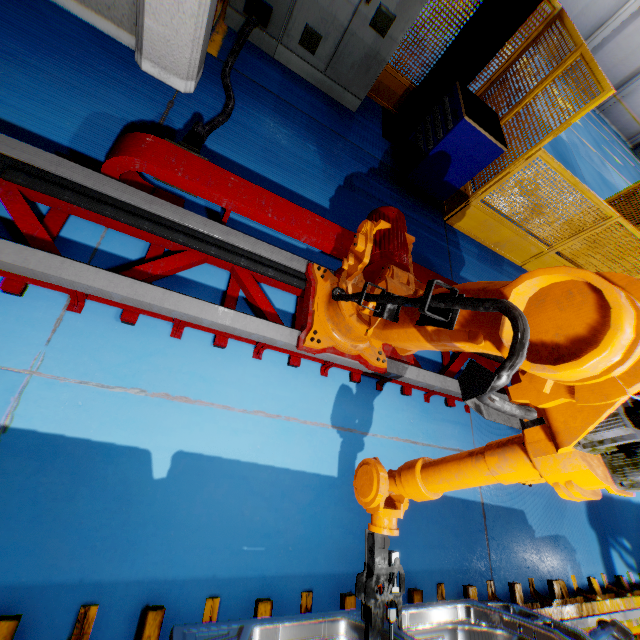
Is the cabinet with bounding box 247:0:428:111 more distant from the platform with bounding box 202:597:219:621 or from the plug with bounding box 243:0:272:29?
the platform with bounding box 202:597:219:621

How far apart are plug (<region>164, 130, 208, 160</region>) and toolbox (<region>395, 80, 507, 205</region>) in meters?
3.1 m

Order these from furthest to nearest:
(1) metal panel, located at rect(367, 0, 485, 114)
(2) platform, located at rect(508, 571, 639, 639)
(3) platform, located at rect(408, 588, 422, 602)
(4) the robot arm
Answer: (1) metal panel, located at rect(367, 0, 485, 114) → (2) platform, located at rect(508, 571, 639, 639) → (3) platform, located at rect(408, 588, 422, 602) → (4) the robot arm

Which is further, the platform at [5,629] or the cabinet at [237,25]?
Result: the cabinet at [237,25]

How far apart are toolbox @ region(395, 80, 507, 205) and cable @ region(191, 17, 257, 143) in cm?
245

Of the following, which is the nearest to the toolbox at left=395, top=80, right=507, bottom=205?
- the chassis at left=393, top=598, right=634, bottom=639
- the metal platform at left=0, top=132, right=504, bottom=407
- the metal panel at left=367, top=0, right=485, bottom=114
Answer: the metal panel at left=367, top=0, right=485, bottom=114

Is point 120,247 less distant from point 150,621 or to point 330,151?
point 150,621

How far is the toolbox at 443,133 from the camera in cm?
405
